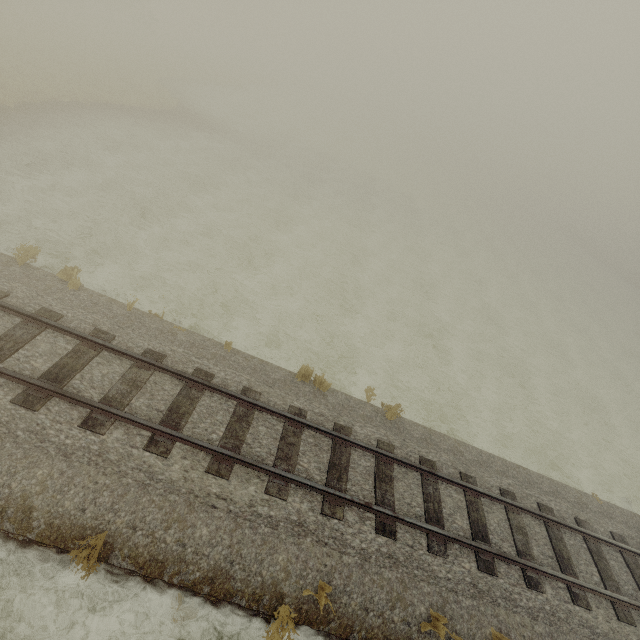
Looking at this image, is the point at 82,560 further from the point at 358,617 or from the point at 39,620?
the point at 358,617
